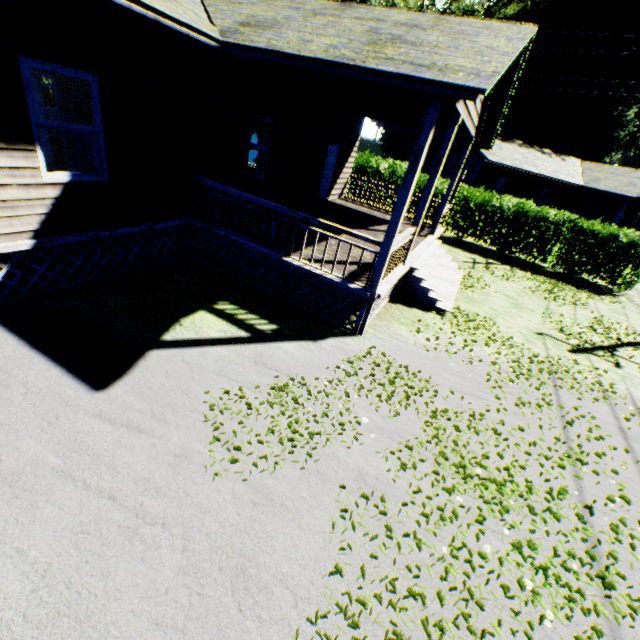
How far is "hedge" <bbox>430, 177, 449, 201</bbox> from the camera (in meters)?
17.33

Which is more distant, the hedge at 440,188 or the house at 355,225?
the hedge at 440,188

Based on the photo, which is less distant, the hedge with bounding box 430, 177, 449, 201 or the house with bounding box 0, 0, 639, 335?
the house with bounding box 0, 0, 639, 335

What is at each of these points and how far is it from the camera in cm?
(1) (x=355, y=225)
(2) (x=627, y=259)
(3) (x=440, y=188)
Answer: (1) house, 1148
(2) hedge, 1506
(3) hedge, 1741

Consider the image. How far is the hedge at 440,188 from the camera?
17.3 meters

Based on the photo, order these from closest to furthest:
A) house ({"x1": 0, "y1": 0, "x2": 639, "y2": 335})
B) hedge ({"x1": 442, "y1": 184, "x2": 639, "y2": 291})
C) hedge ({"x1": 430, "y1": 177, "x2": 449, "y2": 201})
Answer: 1. house ({"x1": 0, "y1": 0, "x2": 639, "y2": 335})
2. hedge ({"x1": 442, "y1": 184, "x2": 639, "y2": 291})
3. hedge ({"x1": 430, "y1": 177, "x2": 449, "y2": 201})

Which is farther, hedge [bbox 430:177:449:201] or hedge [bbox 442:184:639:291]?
hedge [bbox 430:177:449:201]
